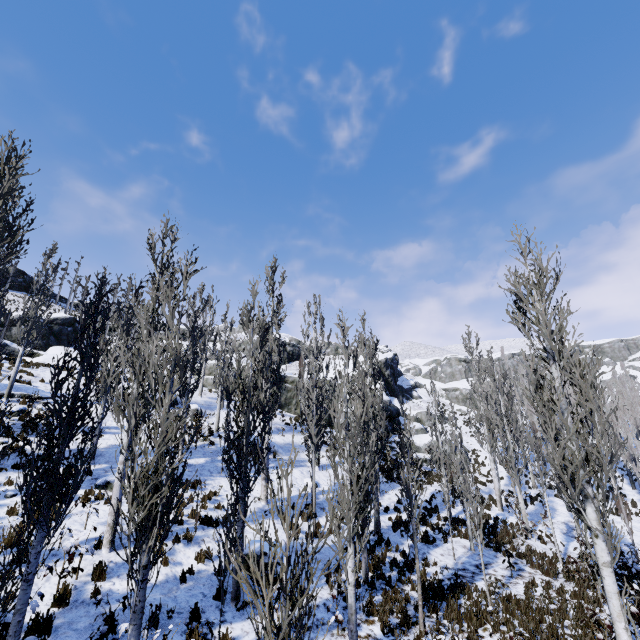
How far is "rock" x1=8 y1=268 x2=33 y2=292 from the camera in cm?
5522

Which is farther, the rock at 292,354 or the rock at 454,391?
the rock at 292,354

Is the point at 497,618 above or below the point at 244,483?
below

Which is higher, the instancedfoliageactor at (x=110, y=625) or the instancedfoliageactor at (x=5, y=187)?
the instancedfoliageactor at (x=5, y=187)

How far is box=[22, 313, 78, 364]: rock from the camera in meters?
26.2

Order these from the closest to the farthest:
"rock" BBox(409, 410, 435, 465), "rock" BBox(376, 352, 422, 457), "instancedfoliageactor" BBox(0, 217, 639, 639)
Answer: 1. "instancedfoliageactor" BBox(0, 217, 639, 639)
2. "rock" BBox(409, 410, 435, 465)
3. "rock" BBox(376, 352, 422, 457)

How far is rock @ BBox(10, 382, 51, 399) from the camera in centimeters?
1785cm

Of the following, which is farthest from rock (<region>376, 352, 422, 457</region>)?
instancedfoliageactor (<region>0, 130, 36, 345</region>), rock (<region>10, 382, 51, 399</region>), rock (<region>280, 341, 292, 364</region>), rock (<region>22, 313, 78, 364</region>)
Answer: rock (<region>22, 313, 78, 364</region>)
